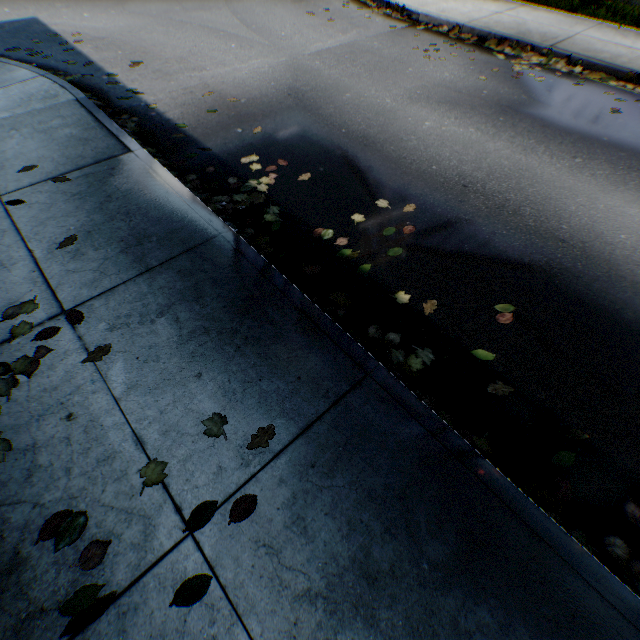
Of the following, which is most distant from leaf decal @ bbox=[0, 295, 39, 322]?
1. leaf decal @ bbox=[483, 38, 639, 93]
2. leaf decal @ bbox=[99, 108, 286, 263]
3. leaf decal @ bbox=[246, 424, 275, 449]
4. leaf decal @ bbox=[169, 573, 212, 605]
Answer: leaf decal @ bbox=[483, 38, 639, 93]

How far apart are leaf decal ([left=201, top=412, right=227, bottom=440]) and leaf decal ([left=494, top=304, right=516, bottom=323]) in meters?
2.3 m

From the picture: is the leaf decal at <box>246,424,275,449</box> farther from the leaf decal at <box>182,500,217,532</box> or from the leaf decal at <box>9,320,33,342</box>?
the leaf decal at <box>9,320,33,342</box>

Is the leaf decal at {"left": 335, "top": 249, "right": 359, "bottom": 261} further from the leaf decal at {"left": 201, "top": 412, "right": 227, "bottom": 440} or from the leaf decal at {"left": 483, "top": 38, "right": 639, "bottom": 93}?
the leaf decal at {"left": 483, "top": 38, "right": 639, "bottom": 93}

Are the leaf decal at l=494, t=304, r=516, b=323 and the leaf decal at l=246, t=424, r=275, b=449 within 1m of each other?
no

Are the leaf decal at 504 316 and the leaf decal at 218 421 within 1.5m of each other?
no

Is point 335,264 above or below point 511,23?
below

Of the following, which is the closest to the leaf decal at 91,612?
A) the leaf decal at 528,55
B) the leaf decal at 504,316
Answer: the leaf decal at 504,316
